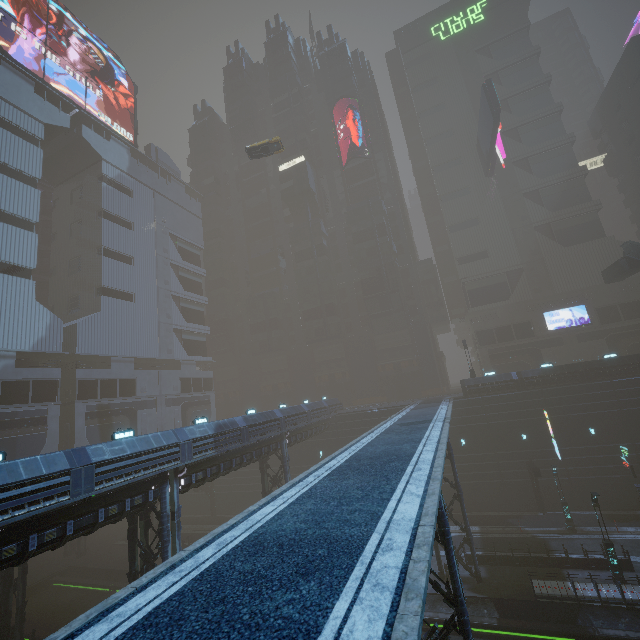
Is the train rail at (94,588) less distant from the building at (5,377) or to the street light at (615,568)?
the building at (5,377)

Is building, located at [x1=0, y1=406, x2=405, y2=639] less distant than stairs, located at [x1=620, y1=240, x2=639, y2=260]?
Yes

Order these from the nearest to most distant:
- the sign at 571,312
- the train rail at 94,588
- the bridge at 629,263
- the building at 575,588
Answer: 1. the building at 575,588
2. the train rail at 94,588
3. the bridge at 629,263
4. the sign at 571,312

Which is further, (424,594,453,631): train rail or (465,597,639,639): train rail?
(424,594,453,631): train rail

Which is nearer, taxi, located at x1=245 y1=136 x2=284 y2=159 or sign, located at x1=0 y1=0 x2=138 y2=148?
taxi, located at x1=245 y1=136 x2=284 y2=159

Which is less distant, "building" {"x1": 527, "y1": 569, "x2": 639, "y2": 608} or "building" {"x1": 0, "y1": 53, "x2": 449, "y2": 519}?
"building" {"x1": 527, "y1": 569, "x2": 639, "y2": 608}

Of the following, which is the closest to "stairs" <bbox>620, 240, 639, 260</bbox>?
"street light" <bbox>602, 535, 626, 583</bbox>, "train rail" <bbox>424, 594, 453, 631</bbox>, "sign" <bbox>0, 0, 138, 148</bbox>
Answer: "street light" <bbox>602, 535, 626, 583</bbox>

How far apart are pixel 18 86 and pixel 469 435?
69.4 meters
